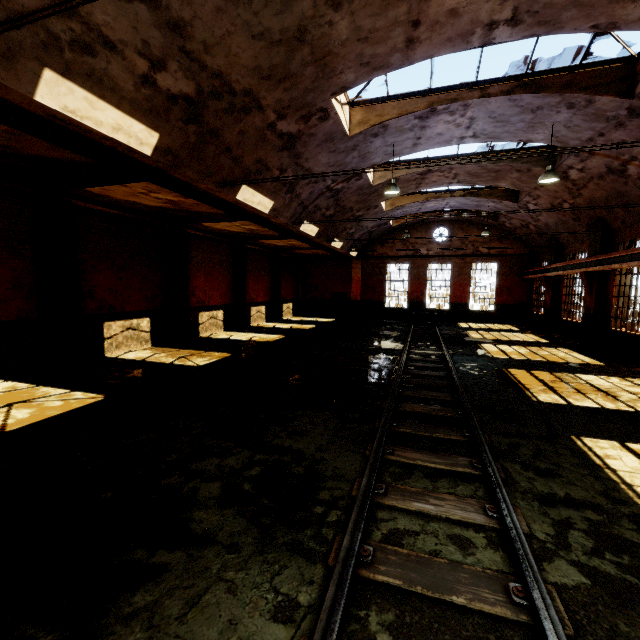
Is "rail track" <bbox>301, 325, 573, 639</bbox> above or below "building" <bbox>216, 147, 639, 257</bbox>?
below

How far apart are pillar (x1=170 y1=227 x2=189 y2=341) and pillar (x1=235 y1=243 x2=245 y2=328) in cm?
421

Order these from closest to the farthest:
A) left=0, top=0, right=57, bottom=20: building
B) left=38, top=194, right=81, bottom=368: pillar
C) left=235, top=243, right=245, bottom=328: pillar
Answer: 1. left=0, top=0, right=57, bottom=20: building
2. left=38, top=194, right=81, bottom=368: pillar
3. left=235, top=243, right=245, bottom=328: pillar

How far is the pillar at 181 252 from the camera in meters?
13.9

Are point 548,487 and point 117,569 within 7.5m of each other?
yes

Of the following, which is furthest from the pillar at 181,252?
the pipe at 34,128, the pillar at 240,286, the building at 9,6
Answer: the building at 9,6

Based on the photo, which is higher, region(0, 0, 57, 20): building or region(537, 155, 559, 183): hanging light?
region(537, 155, 559, 183): hanging light

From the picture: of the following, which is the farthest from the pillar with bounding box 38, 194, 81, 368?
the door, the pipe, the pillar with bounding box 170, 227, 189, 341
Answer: the door
